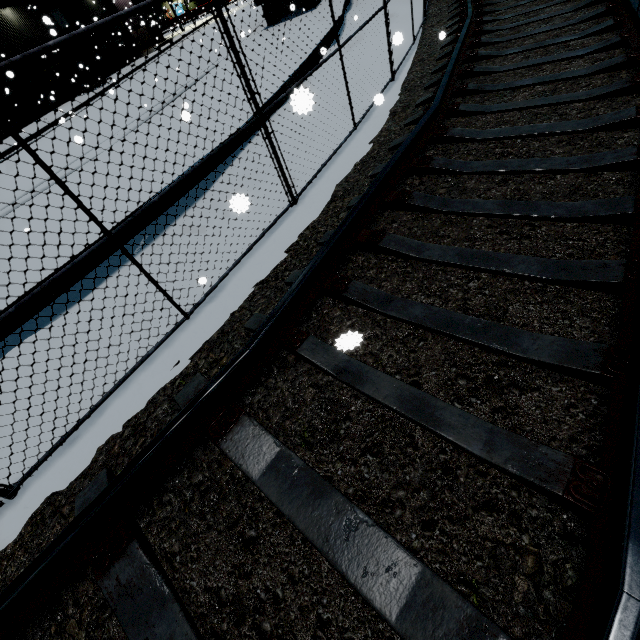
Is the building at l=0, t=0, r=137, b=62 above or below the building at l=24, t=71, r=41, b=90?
above

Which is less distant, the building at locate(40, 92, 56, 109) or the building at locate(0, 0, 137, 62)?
the building at locate(40, 92, 56, 109)

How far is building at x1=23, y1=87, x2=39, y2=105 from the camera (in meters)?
20.80

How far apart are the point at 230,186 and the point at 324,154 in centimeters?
192cm

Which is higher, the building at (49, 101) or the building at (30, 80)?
the building at (30, 80)

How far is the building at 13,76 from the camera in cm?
988

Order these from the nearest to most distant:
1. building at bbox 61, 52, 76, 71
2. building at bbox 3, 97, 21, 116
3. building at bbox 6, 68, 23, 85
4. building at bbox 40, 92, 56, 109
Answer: building at bbox 6, 68, 23, 85
building at bbox 40, 92, 56, 109
building at bbox 3, 97, 21, 116
building at bbox 61, 52, 76, 71
